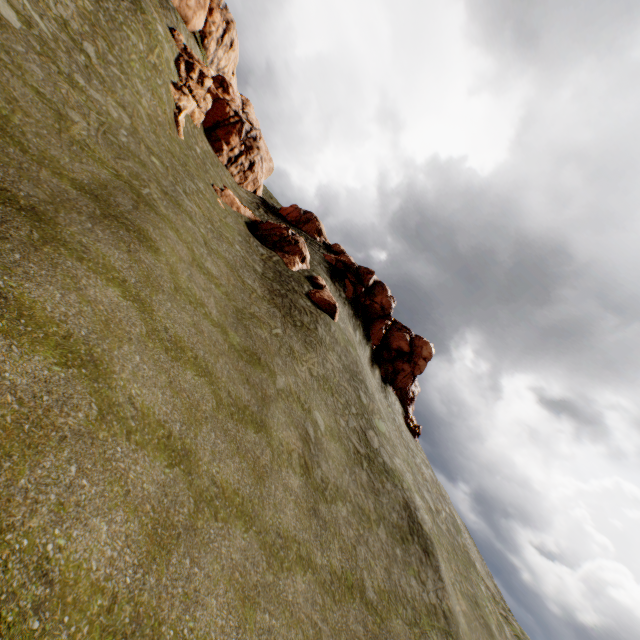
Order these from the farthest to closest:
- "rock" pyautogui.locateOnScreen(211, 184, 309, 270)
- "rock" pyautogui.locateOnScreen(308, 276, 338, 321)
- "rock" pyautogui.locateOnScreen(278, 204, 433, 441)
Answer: "rock" pyautogui.locateOnScreen(278, 204, 433, 441)
"rock" pyautogui.locateOnScreen(211, 184, 309, 270)
"rock" pyautogui.locateOnScreen(308, 276, 338, 321)

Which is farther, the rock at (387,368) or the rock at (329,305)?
the rock at (387,368)

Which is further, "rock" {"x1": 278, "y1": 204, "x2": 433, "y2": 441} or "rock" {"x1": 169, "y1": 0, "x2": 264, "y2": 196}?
"rock" {"x1": 278, "y1": 204, "x2": 433, "y2": 441}

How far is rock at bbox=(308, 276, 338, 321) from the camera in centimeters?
2458cm

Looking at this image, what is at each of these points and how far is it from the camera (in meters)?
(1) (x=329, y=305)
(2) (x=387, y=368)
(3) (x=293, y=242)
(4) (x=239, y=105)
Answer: (1) rock, 24.78
(2) rock, 39.69
(3) rock, 28.67
(4) rock, 36.78

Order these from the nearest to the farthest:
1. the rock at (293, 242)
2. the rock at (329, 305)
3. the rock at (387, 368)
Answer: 1. the rock at (329, 305)
2. the rock at (293, 242)
3. the rock at (387, 368)
